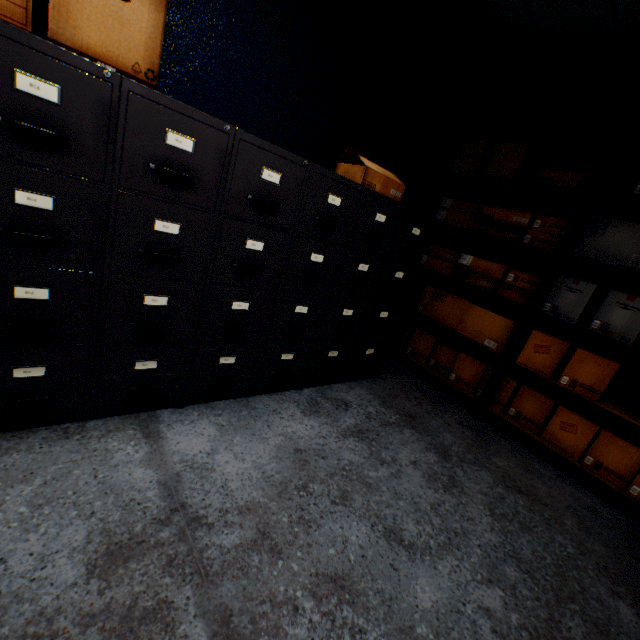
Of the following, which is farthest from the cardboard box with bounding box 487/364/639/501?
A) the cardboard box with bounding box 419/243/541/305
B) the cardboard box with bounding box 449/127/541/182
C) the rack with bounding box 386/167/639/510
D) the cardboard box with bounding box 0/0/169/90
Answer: the cardboard box with bounding box 0/0/169/90

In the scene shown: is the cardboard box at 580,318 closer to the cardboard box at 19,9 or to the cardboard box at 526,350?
the cardboard box at 526,350

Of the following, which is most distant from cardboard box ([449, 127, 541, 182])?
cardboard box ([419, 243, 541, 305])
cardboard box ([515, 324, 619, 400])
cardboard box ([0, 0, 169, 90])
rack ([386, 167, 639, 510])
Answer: cardboard box ([0, 0, 169, 90])

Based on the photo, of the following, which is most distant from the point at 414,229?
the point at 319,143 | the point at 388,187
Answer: the point at 319,143

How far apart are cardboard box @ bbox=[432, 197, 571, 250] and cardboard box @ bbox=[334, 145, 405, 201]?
0.99m

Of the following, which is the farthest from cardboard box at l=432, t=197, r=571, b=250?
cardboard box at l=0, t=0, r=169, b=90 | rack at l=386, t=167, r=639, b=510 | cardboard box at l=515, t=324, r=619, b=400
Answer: cardboard box at l=0, t=0, r=169, b=90

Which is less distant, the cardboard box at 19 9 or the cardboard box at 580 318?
the cardboard box at 19 9

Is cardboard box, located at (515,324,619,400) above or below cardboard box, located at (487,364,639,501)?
above
